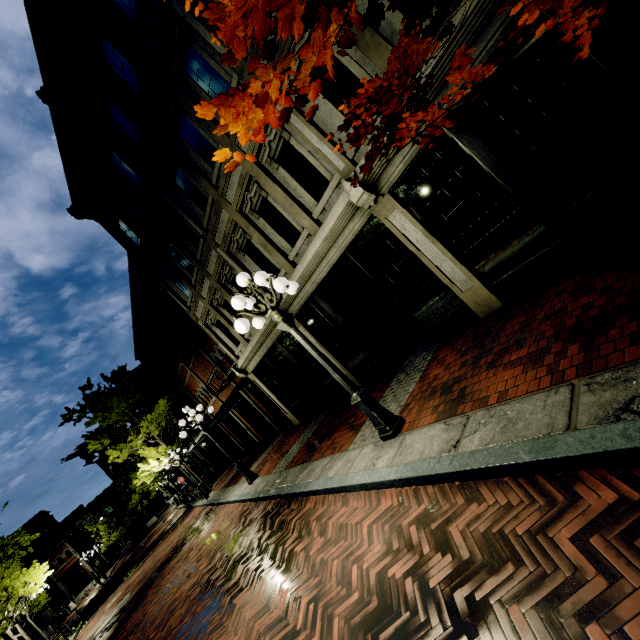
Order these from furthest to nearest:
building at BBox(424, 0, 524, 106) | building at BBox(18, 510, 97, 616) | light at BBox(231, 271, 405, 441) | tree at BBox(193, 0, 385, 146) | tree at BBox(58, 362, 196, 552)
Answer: building at BBox(18, 510, 97, 616) → tree at BBox(58, 362, 196, 552) → light at BBox(231, 271, 405, 441) → building at BBox(424, 0, 524, 106) → tree at BBox(193, 0, 385, 146)

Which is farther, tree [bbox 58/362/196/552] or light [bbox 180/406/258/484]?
tree [bbox 58/362/196/552]

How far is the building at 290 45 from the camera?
5.5m

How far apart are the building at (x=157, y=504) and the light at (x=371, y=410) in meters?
62.1

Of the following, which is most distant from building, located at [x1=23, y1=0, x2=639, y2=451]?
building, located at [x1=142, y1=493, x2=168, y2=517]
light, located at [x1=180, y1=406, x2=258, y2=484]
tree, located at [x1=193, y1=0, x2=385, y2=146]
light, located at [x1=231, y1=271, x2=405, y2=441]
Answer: building, located at [x1=142, y1=493, x2=168, y2=517]

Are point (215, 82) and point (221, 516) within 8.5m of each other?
no

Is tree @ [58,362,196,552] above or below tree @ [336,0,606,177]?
above

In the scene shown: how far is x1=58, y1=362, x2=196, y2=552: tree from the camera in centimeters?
1927cm
